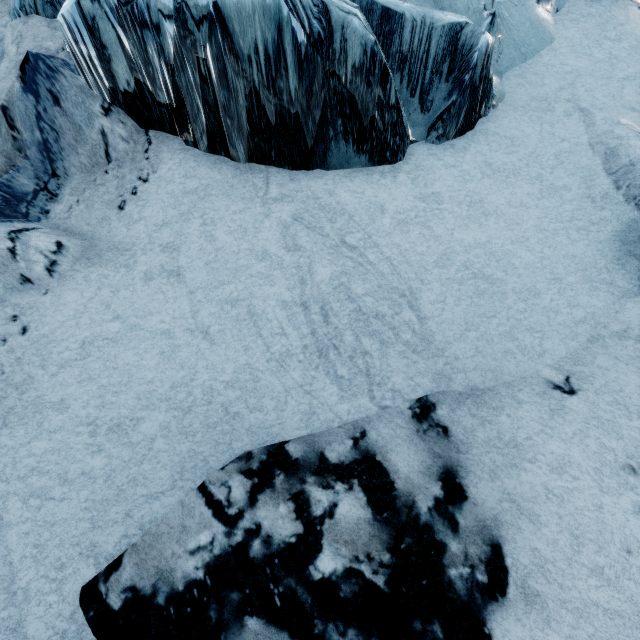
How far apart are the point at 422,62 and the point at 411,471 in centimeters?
439cm
